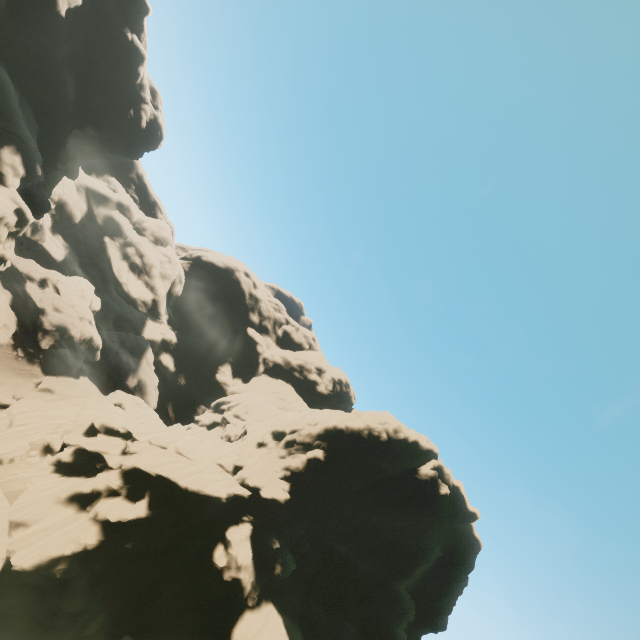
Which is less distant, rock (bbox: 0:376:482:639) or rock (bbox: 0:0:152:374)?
rock (bbox: 0:376:482:639)

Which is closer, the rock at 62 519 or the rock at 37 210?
the rock at 62 519

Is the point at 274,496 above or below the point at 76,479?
above
